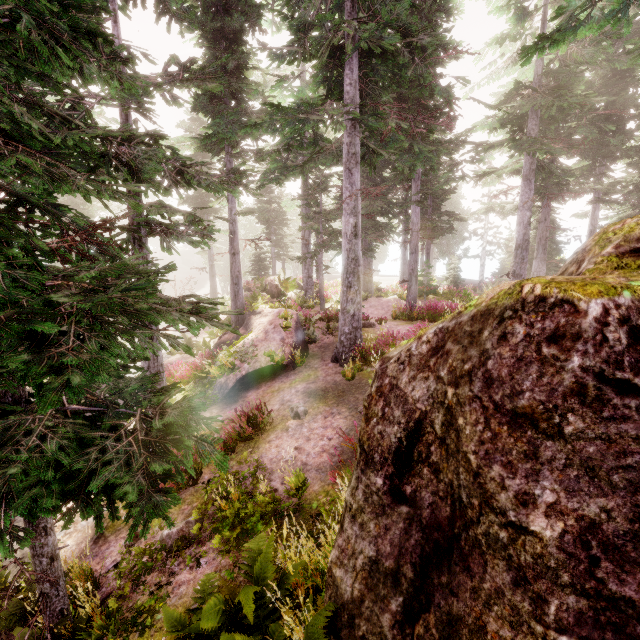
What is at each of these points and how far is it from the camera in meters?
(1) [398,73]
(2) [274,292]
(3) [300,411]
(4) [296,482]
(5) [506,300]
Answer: (1) instancedfoliageactor, 10.6 m
(2) rock, 19.6 m
(3) instancedfoliageactor, 8.8 m
(4) instancedfoliageactor, 6.0 m
(5) rock, 2.5 m

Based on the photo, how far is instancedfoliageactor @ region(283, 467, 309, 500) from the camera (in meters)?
5.90

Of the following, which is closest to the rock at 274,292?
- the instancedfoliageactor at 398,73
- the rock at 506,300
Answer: the instancedfoliageactor at 398,73

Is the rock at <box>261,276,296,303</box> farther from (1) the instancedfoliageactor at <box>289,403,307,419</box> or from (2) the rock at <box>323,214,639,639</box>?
(2) the rock at <box>323,214,639,639</box>

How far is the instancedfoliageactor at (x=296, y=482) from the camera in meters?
5.9 m

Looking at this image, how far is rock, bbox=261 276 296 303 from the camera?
19.61m
